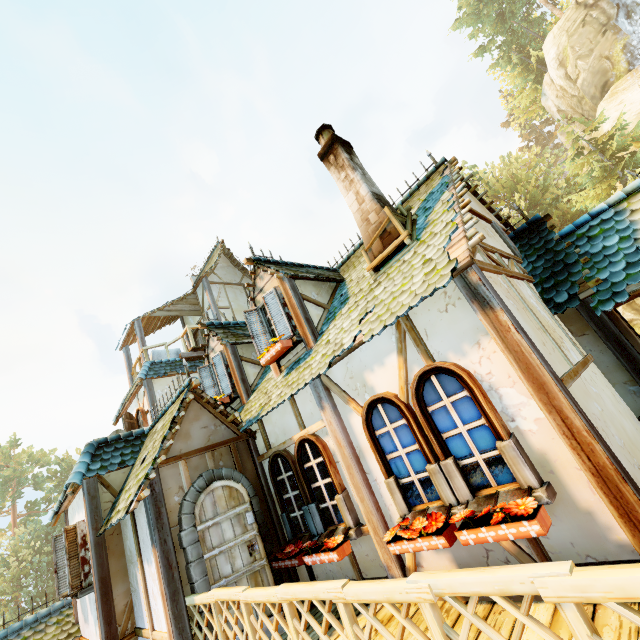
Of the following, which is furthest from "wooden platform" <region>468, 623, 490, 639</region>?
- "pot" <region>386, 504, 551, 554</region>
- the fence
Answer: "pot" <region>386, 504, 551, 554</region>

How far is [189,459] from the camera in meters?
5.7

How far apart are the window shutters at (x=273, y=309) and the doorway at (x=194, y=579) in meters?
2.5

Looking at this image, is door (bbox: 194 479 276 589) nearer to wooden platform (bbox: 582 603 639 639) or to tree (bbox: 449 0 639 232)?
wooden platform (bbox: 582 603 639 639)

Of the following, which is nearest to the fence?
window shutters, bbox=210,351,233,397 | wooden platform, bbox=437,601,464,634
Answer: wooden platform, bbox=437,601,464,634

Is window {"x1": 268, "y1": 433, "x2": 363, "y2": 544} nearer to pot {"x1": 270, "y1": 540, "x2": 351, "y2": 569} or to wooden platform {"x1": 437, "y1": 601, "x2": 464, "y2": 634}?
pot {"x1": 270, "y1": 540, "x2": 351, "y2": 569}

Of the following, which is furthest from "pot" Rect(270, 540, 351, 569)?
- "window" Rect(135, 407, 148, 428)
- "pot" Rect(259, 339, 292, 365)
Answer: "window" Rect(135, 407, 148, 428)

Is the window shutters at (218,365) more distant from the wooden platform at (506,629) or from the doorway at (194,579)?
the wooden platform at (506,629)
